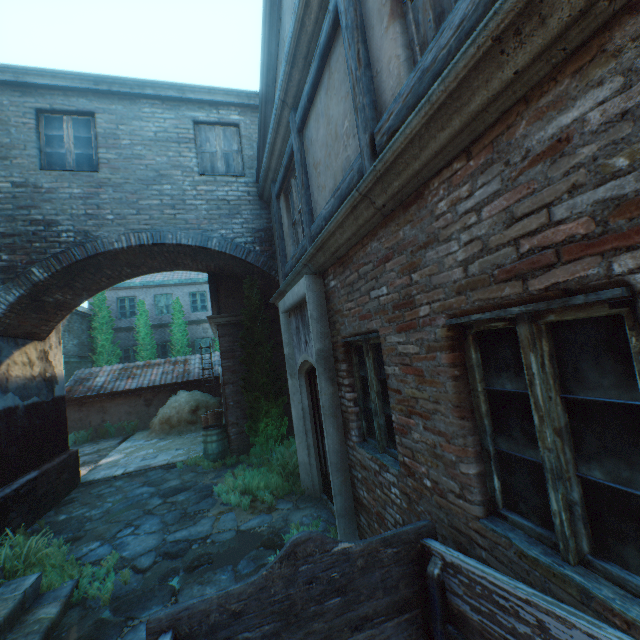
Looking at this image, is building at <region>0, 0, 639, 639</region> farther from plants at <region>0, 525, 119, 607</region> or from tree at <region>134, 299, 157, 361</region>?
tree at <region>134, 299, 157, 361</region>

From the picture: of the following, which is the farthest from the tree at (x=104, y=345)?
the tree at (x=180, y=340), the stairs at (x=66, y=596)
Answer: the stairs at (x=66, y=596)

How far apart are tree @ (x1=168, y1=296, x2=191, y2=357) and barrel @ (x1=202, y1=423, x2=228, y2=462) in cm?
1040

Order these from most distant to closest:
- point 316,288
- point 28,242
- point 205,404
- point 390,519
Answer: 1. point 205,404
2. point 28,242
3. point 316,288
4. point 390,519

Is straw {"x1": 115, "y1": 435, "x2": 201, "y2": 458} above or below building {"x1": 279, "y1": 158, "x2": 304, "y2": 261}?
below

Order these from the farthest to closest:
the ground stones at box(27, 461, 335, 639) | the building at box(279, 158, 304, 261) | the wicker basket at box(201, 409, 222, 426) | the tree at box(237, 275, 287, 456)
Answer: the wicker basket at box(201, 409, 222, 426)
the tree at box(237, 275, 287, 456)
the building at box(279, 158, 304, 261)
the ground stones at box(27, 461, 335, 639)

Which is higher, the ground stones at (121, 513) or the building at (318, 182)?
the building at (318, 182)

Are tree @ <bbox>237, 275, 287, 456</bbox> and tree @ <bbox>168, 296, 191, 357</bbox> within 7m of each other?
no
